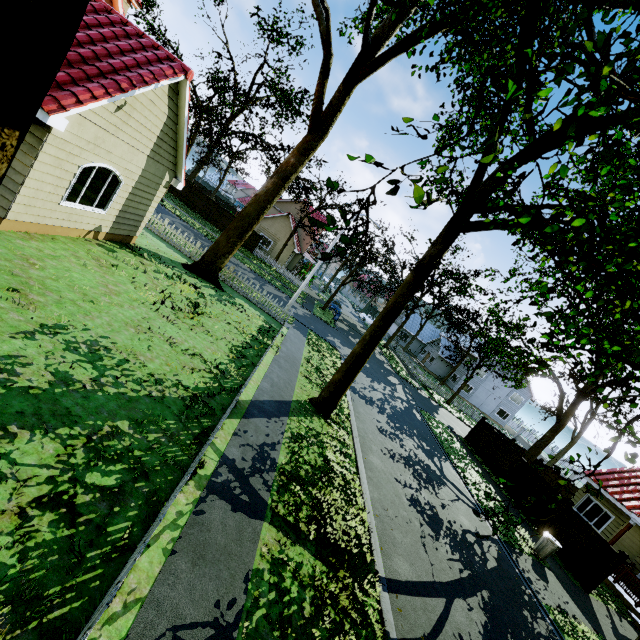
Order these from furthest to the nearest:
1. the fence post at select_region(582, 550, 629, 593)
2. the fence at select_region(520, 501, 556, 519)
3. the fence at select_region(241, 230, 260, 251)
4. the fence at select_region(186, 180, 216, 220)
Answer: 1. the fence at select_region(241, 230, 260, 251)
2. the fence at select_region(186, 180, 216, 220)
3. the fence at select_region(520, 501, 556, 519)
4. the fence post at select_region(582, 550, 629, 593)

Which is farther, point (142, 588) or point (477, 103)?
point (477, 103)

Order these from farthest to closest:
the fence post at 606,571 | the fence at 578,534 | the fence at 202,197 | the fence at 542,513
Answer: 1. the fence at 202,197
2. the fence at 542,513
3. the fence at 578,534
4. the fence post at 606,571

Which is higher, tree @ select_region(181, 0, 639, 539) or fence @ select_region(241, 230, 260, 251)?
tree @ select_region(181, 0, 639, 539)

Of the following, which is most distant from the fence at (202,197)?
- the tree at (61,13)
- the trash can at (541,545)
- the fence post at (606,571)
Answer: the trash can at (541,545)

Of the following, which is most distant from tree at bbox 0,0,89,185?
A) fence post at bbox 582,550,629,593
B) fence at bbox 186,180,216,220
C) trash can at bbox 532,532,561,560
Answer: fence post at bbox 582,550,629,593

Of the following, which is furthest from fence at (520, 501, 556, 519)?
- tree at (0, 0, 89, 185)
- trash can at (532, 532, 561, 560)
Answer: trash can at (532, 532, 561, 560)
